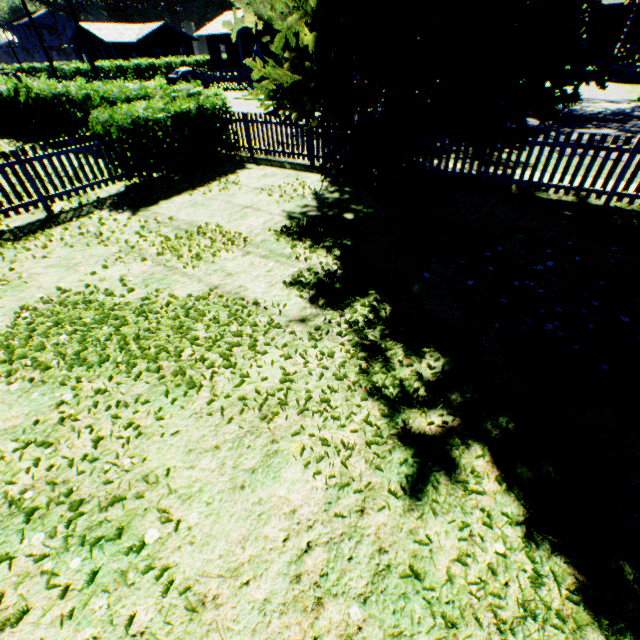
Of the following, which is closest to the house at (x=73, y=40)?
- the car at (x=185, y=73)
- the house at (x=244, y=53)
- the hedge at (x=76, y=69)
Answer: the hedge at (x=76, y=69)

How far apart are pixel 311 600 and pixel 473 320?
3.5m

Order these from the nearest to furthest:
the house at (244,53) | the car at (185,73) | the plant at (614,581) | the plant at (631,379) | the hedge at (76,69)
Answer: the plant at (614,581) → the plant at (631,379) → the car at (185,73) → the house at (244,53) → the hedge at (76,69)

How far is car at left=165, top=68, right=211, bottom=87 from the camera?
30.8m

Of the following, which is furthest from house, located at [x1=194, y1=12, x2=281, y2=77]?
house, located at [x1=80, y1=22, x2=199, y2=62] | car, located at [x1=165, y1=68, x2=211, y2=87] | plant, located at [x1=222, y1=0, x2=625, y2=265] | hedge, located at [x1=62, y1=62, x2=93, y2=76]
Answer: plant, located at [x1=222, y1=0, x2=625, y2=265]

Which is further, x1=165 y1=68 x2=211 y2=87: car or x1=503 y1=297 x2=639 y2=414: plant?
x1=165 y1=68 x2=211 y2=87: car

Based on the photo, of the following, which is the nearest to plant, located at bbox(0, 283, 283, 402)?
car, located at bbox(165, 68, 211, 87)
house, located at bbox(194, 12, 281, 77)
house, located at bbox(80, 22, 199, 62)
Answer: car, located at bbox(165, 68, 211, 87)

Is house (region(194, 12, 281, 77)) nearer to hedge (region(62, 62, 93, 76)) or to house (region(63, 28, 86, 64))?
hedge (region(62, 62, 93, 76))
